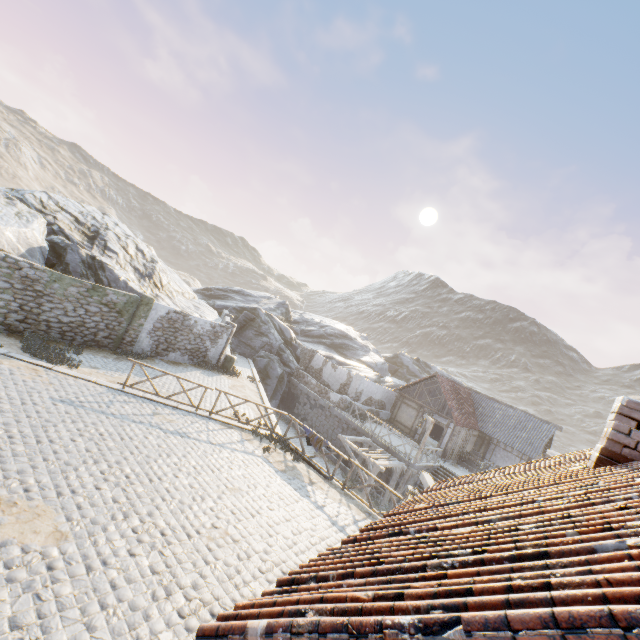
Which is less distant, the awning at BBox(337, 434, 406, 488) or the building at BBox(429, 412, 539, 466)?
the awning at BBox(337, 434, 406, 488)

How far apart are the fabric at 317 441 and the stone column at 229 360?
9.02m

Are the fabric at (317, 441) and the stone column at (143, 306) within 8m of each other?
no

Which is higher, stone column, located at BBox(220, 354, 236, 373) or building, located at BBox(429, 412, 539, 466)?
building, located at BBox(429, 412, 539, 466)

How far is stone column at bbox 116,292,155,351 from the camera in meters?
16.4

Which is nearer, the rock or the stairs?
the rock

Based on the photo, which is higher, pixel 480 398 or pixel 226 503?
pixel 480 398

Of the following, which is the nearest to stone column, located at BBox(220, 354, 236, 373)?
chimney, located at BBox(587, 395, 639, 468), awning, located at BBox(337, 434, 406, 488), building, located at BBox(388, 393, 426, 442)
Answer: awning, located at BBox(337, 434, 406, 488)
